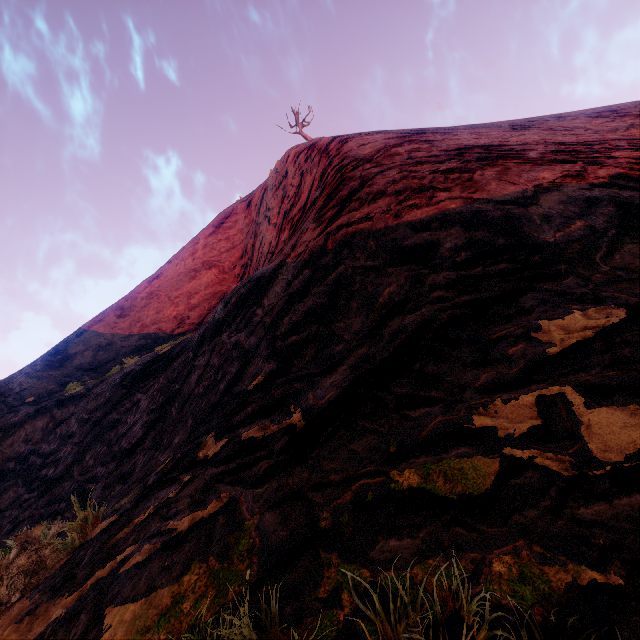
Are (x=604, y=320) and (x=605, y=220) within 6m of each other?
yes
